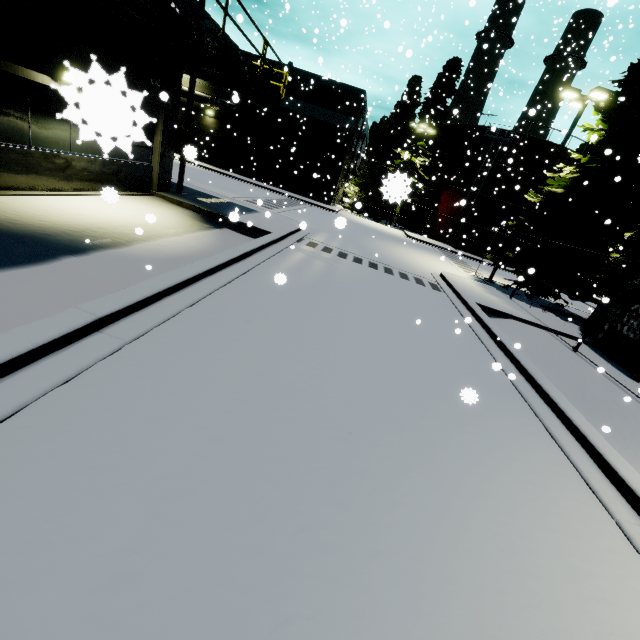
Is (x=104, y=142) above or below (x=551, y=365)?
above

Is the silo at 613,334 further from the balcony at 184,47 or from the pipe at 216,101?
the pipe at 216,101

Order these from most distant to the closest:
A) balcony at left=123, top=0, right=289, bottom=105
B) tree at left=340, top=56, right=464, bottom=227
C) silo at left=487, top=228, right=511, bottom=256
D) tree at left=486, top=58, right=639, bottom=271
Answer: silo at left=487, top=228, right=511, bottom=256, tree at left=340, top=56, right=464, bottom=227, tree at left=486, top=58, right=639, bottom=271, balcony at left=123, top=0, right=289, bottom=105

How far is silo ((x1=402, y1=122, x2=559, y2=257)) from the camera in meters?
31.9 m

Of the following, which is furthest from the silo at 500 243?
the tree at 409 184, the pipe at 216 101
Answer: the pipe at 216 101

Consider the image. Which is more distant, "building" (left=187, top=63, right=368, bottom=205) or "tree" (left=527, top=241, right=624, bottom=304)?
"building" (left=187, top=63, right=368, bottom=205)

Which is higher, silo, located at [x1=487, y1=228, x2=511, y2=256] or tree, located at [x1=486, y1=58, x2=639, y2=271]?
tree, located at [x1=486, y1=58, x2=639, y2=271]

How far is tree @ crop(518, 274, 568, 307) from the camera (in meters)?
16.53
